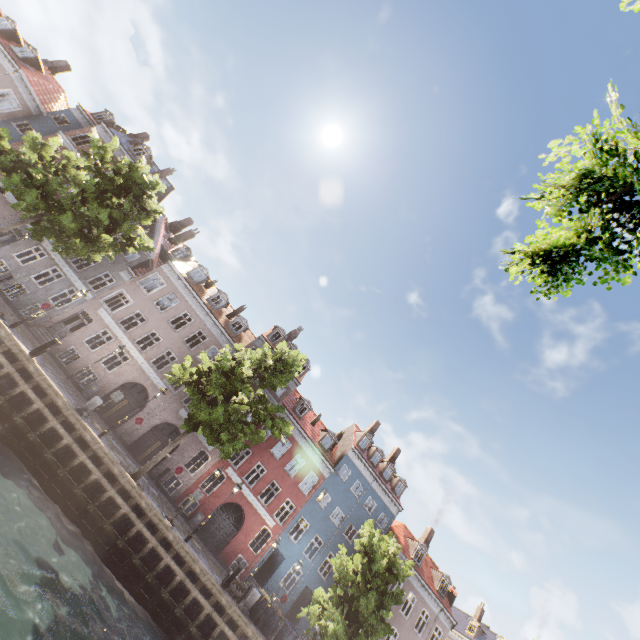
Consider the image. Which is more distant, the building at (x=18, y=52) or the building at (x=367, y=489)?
the building at (x=18, y=52)

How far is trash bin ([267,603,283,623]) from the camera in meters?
18.2

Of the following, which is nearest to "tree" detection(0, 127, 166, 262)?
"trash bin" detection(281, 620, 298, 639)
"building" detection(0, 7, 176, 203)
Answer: "trash bin" detection(281, 620, 298, 639)

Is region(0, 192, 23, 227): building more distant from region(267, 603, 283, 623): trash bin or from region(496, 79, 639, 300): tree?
region(267, 603, 283, 623): trash bin

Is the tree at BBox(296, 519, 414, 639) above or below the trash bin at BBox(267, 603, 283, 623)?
above

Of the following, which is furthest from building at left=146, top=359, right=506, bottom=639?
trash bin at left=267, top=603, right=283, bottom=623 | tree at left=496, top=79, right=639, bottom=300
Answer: trash bin at left=267, top=603, right=283, bottom=623

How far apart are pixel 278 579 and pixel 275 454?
10.89m

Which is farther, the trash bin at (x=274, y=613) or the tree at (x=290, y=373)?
the trash bin at (x=274, y=613)
